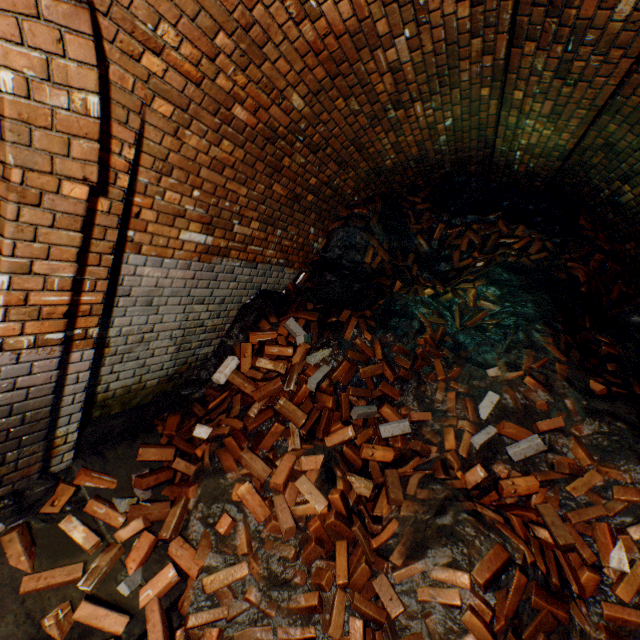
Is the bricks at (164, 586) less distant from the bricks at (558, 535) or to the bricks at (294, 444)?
the bricks at (294, 444)

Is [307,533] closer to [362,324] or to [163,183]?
[362,324]

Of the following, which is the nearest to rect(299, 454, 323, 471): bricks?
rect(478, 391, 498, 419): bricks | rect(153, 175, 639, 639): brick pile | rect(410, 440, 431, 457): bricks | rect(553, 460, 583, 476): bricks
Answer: rect(153, 175, 639, 639): brick pile

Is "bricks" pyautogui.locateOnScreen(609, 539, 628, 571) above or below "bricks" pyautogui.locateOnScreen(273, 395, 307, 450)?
above

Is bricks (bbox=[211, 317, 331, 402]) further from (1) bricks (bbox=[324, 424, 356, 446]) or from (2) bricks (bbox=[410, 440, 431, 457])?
(2) bricks (bbox=[410, 440, 431, 457])

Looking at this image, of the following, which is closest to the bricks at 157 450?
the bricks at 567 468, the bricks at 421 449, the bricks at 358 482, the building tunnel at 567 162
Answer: the building tunnel at 567 162

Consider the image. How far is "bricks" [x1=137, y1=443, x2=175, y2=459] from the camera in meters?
3.0 m

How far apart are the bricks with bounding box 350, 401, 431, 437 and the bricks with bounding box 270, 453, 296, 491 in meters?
0.5 m
